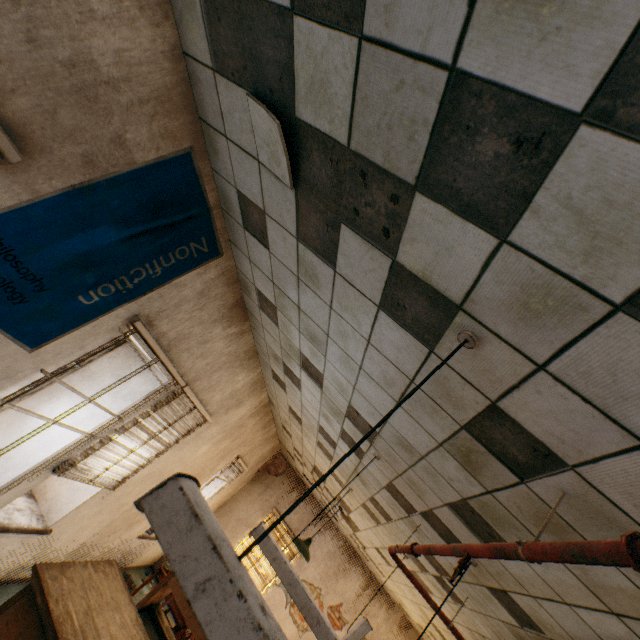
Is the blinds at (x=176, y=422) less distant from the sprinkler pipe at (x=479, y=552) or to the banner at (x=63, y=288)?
the banner at (x=63, y=288)

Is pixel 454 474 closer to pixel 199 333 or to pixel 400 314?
pixel 400 314

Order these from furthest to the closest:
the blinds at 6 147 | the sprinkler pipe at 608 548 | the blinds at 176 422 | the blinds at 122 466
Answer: the blinds at 122 466 → the blinds at 176 422 → the blinds at 6 147 → the sprinkler pipe at 608 548

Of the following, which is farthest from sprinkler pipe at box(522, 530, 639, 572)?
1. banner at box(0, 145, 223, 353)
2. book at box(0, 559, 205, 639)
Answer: banner at box(0, 145, 223, 353)

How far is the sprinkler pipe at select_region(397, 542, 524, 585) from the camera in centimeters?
129cm

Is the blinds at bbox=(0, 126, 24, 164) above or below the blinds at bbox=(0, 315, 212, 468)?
above

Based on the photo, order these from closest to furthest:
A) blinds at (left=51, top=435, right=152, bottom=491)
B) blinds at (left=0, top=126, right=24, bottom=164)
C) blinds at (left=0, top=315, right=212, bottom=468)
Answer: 1. blinds at (left=0, top=126, right=24, bottom=164)
2. blinds at (left=0, top=315, right=212, bottom=468)
3. blinds at (left=51, top=435, right=152, bottom=491)

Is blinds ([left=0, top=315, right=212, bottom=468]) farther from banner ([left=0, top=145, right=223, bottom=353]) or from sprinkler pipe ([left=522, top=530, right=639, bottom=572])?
sprinkler pipe ([left=522, top=530, right=639, bottom=572])
